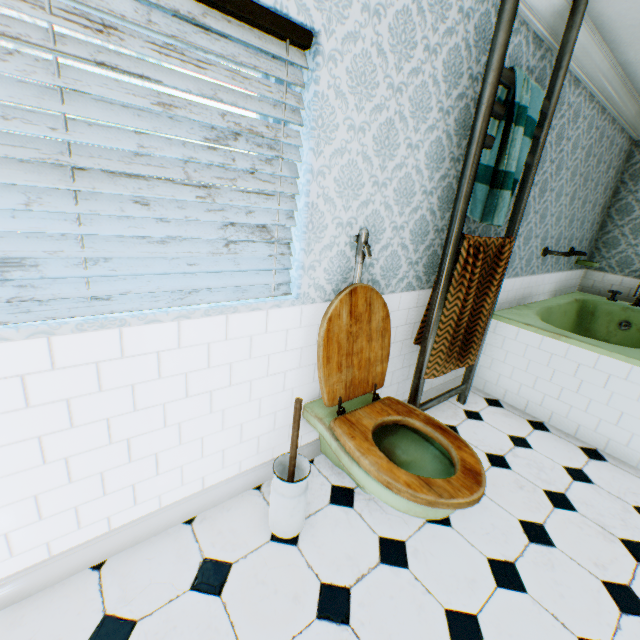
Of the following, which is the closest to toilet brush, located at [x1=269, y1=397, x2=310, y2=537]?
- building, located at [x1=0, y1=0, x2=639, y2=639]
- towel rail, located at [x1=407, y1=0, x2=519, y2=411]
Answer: building, located at [x1=0, y1=0, x2=639, y2=639]

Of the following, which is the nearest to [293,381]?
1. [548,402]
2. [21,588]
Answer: [21,588]

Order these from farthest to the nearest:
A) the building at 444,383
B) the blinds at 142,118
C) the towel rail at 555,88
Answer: the building at 444,383
the towel rail at 555,88
the blinds at 142,118

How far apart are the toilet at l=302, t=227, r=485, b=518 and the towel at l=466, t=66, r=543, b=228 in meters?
0.8 m

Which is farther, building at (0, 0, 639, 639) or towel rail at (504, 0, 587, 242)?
towel rail at (504, 0, 587, 242)

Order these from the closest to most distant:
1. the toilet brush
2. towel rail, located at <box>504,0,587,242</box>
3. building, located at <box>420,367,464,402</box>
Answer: the toilet brush, towel rail, located at <box>504,0,587,242</box>, building, located at <box>420,367,464,402</box>

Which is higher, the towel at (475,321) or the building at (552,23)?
the building at (552,23)

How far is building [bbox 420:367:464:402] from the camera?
3.0m
